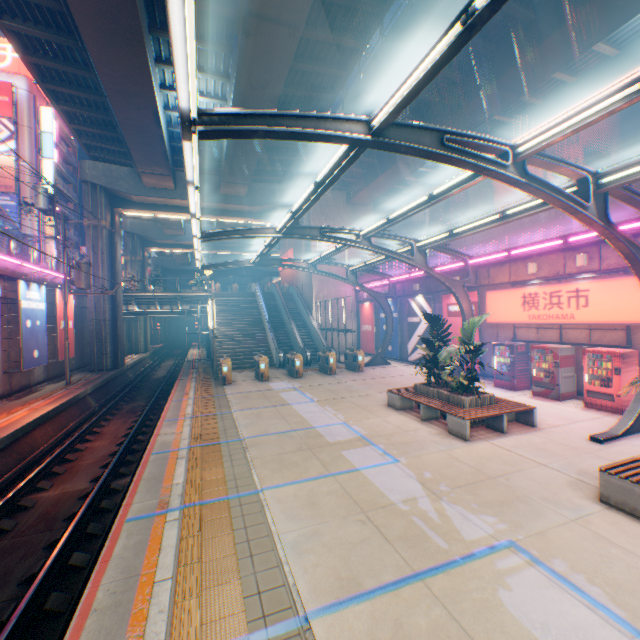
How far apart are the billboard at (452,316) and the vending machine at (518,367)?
1.6 meters

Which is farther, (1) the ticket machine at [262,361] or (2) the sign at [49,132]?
(2) the sign at [49,132]

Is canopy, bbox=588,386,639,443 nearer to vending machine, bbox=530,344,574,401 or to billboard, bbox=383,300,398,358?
billboard, bbox=383,300,398,358

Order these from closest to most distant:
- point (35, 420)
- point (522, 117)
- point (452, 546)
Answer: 1. point (452, 546)
2. point (35, 420)
3. point (522, 117)

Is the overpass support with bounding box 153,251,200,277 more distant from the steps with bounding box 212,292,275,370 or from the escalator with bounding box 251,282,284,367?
the steps with bounding box 212,292,275,370

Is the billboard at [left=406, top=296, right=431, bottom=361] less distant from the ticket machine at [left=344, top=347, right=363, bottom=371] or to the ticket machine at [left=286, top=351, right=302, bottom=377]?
the ticket machine at [left=344, top=347, right=363, bottom=371]

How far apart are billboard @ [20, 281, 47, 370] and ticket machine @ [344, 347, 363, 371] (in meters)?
16.85

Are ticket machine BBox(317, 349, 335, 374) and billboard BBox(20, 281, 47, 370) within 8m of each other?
no
